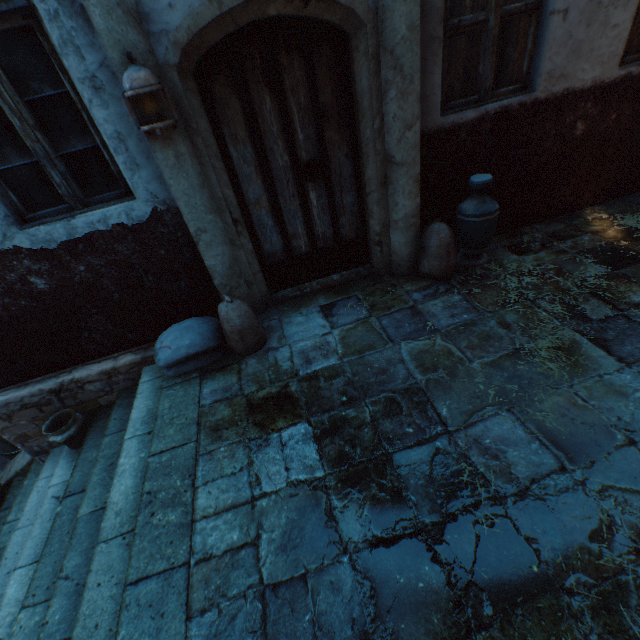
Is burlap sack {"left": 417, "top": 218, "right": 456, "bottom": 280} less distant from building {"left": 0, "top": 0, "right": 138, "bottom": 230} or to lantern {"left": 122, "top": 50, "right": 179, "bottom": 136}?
building {"left": 0, "top": 0, "right": 138, "bottom": 230}

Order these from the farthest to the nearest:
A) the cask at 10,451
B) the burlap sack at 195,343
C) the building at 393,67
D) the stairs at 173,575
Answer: the cask at 10,451
the burlap sack at 195,343
the building at 393,67
the stairs at 173,575

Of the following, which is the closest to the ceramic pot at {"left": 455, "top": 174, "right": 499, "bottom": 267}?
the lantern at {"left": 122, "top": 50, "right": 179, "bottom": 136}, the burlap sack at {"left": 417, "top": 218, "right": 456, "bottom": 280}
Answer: the burlap sack at {"left": 417, "top": 218, "right": 456, "bottom": 280}

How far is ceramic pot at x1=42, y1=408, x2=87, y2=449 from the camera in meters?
3.5

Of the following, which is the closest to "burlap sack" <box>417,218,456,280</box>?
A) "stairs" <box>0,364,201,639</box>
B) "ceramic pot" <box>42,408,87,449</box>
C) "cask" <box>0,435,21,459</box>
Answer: "stairs" <box>0,364,201,639</box>

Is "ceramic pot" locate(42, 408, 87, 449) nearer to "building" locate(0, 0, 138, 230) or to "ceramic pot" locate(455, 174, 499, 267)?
"building" locate(0, 0, 138, 230)

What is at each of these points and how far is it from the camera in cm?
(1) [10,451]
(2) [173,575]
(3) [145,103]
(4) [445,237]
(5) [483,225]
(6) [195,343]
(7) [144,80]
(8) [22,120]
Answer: (1) cask, 476
(2) stairs, 187
(3) building, 232
(4) burlap sack, 340
(5) ceramic pot, 333
(6) burlap sack, 305
(7) lantern, 214
(8) building, 244

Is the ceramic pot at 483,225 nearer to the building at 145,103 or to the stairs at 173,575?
the building at 145,103
